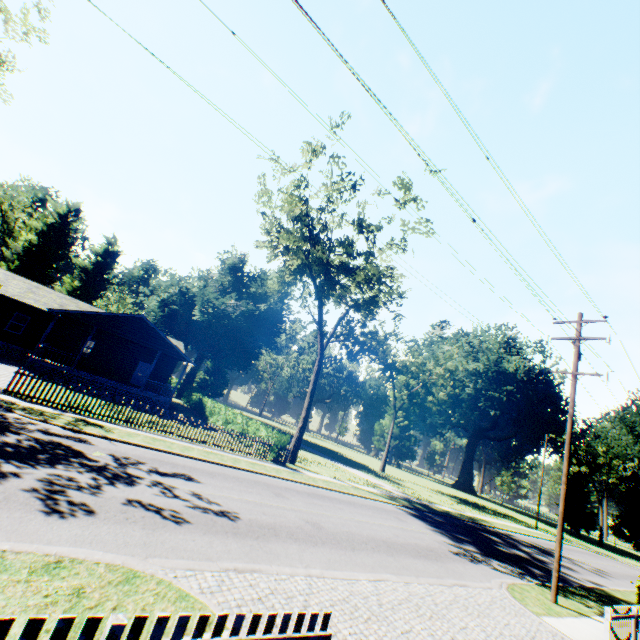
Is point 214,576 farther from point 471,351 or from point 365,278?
point 471,351

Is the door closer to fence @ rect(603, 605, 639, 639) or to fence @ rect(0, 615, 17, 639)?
fence @ rect(0, 615, 17, 639)

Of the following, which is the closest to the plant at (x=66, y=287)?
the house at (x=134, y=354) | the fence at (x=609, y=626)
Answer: the fence at (x=609, y=626)

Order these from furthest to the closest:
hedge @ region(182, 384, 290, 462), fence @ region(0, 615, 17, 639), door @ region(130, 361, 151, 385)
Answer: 1. door @ region(130, 361, 151, 385)
2. hedge @ region(182, 384, 290, 462)
3. fence @ region(0, 615, 17, 639)

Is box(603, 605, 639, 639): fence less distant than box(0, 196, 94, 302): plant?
Yes

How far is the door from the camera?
30.5 meters

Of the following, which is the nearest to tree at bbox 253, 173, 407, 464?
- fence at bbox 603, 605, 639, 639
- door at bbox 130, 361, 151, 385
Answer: door at bbox 130, 361, 151, 385

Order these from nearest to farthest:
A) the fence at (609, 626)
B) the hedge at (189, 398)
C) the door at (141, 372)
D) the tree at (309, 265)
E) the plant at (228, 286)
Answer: the fence at (609, 626)
the hedge at (189, 398)
the tree at (309, 265)
the door at (141, 372)
the plant at (228, 286)
